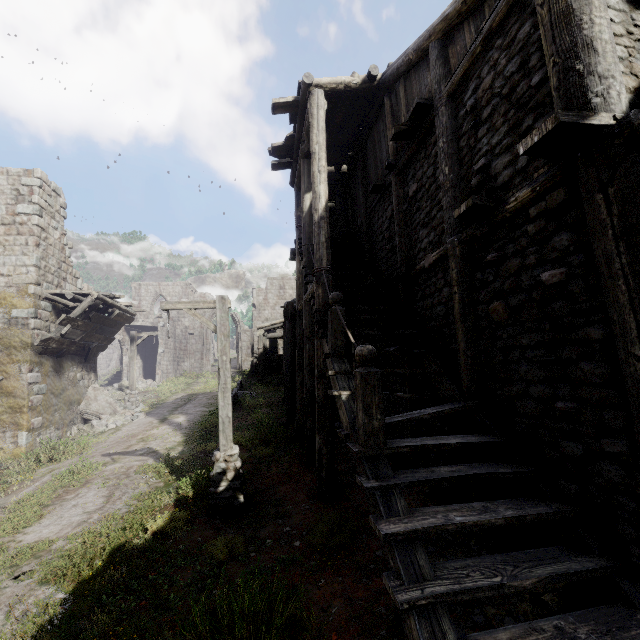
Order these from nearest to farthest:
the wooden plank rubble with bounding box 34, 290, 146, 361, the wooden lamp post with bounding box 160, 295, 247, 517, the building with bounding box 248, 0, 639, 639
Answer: the building with bounding box 248, 0, 639, 639 < the wooden lamp post with bounding box 160, 295, 247, 517 < the wooden plank rubble with bounding box 34, 290, 146, 361

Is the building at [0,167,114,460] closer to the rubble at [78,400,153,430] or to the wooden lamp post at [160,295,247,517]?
the rubble at [78,400,153,430]

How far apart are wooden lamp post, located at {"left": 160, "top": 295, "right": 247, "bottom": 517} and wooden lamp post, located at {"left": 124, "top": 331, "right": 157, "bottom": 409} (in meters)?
13.15

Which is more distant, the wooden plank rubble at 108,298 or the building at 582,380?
the wooden plank rubble at 108,298

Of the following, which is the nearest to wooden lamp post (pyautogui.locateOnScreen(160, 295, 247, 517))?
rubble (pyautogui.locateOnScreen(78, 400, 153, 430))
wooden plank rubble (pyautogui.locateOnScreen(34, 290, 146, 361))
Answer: wooden plank rubble (pyautogui.locateOnScreen(34, 290, 146, 361))

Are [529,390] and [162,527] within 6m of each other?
no

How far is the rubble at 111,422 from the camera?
15.3 meters
